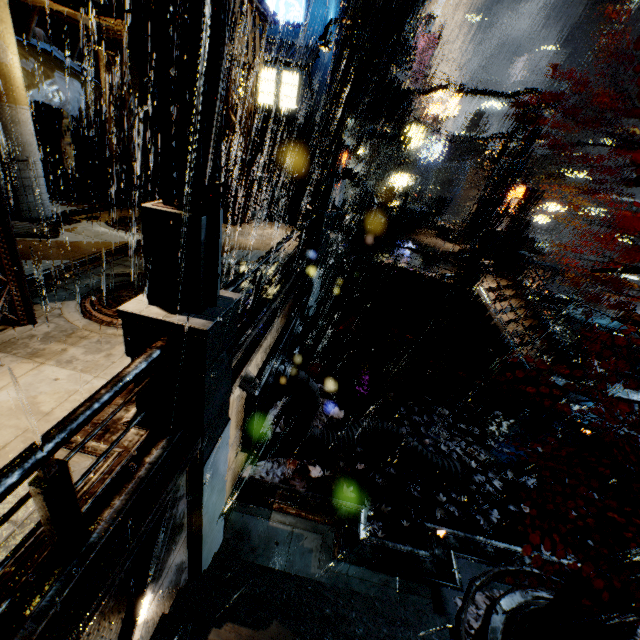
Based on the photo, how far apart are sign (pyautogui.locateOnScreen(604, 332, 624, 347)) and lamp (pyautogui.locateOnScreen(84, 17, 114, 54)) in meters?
28.1

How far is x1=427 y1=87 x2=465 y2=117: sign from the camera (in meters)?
40.25

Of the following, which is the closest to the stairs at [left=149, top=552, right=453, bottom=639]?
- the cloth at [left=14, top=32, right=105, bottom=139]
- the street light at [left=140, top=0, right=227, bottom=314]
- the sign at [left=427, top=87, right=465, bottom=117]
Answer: the street light at [left=140, top=0, right=227, bottom=314]

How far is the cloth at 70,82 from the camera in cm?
1038

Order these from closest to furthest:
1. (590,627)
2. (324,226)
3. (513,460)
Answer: (590,627) → (513,460) → (324,226)

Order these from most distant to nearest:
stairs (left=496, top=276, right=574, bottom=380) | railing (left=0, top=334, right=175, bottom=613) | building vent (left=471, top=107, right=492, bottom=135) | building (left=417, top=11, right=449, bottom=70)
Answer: building vent (left=471, top=107, right=492, bottom=135)
building (left=417, top=11, right=449, bottom=70)
stairs (left=496, top=276, right=574, bottom=380)
railing (left=0, top=334, right=175, bottom=613)

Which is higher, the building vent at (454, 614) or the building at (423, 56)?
the building at (423, 56)

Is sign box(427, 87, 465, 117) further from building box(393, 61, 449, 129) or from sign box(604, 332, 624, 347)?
sign box(604, 332, 624, 347)
